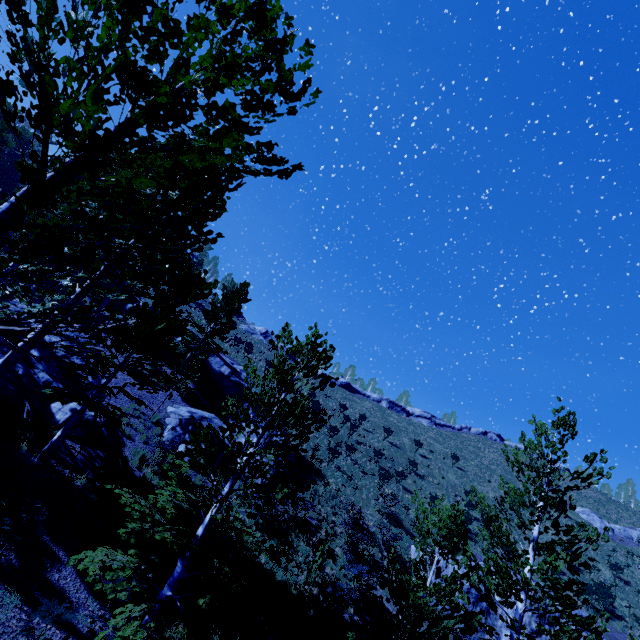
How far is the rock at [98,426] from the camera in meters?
13.0

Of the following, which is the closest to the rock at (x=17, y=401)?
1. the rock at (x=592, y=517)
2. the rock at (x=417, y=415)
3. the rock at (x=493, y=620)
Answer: the rock at (x=493, y=620)

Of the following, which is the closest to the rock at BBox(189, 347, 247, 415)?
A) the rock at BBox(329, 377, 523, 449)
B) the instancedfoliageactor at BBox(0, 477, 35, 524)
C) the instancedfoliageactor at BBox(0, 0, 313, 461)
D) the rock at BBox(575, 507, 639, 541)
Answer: the instancedfoliageactor at BBox(0, 0, 313, 461)

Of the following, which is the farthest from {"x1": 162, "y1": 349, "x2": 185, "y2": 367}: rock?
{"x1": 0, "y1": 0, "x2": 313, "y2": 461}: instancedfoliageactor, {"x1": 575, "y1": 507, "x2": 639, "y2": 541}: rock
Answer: {"x1": 575, "y1": 507, "x2": 639, "y2": 541}: rock

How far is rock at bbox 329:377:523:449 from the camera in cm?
5141

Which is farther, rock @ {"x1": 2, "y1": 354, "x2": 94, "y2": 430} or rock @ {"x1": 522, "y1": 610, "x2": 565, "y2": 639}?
rock @ {"x1": 522, "y1": 610, "x2": 565, "y2": 639}

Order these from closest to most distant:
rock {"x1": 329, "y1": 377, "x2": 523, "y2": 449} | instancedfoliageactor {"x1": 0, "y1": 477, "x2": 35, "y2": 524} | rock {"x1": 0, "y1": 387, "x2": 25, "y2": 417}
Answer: instancedfoliageactor {"x1": 0, "y1": 477, "x2": 35, "y2": 524} < rock {"x1": 0, "y1": 387, "x2": 25, "y2": 417} < rock {"x1": 329, "y1": 377, "x2": 523, "y2": 449}

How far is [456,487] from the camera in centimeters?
3384cm
